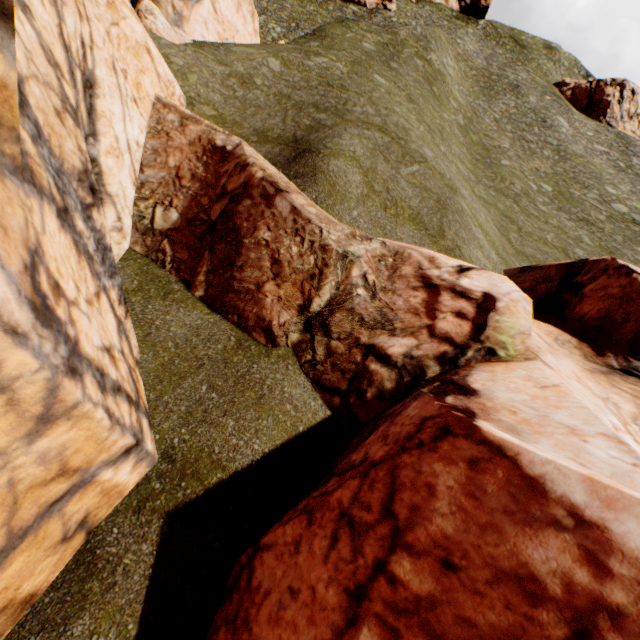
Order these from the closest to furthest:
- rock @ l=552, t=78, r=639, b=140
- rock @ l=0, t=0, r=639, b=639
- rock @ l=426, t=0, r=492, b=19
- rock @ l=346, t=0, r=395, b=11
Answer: rock @ l=0, t=0, r=639, b=639 < rock @ l=552, t=78, r=639, b=140 < rock @ l=346, t=0, r=395, b=11 < rock @ l=426, t=0, r=492, b=19

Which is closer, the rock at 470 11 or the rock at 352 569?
the rock at 352 569

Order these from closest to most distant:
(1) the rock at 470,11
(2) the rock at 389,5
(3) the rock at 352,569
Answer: (3) the rock at 352,569
(2) the rock at 389,5
(1) the rock at 470,11

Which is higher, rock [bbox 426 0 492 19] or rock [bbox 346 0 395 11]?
rock [bbox 426 0 492 19]

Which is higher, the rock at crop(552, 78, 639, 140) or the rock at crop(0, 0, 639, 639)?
the rock at crop(552, 78, 639, 140)

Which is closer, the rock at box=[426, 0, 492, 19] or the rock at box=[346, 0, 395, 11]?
the rock at box=[346, 0, 395, 11]

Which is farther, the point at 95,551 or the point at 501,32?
the point at 501,32

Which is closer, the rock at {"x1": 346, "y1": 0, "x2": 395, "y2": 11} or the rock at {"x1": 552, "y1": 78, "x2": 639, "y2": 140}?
the rock at {"x1": 552, "y1": 78, "x2": 639, "y2": 140}
